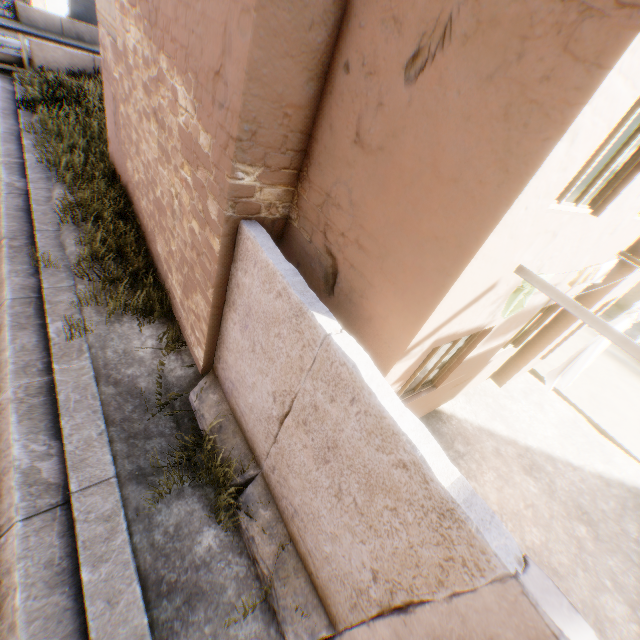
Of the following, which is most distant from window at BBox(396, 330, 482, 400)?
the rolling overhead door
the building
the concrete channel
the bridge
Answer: the bridge

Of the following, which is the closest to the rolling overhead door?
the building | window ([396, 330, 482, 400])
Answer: the building

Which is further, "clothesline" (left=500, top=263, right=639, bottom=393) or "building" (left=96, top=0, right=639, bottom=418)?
Answer: "clothesline" (left=500, top=263, right=639, bottom=393)

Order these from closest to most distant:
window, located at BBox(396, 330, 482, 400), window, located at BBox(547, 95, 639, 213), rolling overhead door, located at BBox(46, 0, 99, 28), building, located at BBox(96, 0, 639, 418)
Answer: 1. building, located at BBox(96, 0, 639, 418)
2. window, located at BBox(547, 95, 639, 213)
3. window, located at BBox(396, 330, 482, 400)
4. rolling overhead door, located at BBox(46, 0, 99, 28)

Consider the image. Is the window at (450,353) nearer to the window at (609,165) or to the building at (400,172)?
the building at (400,172)

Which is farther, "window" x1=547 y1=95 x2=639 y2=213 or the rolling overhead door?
the rolling overhead door

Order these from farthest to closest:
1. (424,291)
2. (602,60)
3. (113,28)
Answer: (113,28), (424,291), (602,60)

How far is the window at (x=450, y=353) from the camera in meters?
4.3 m
